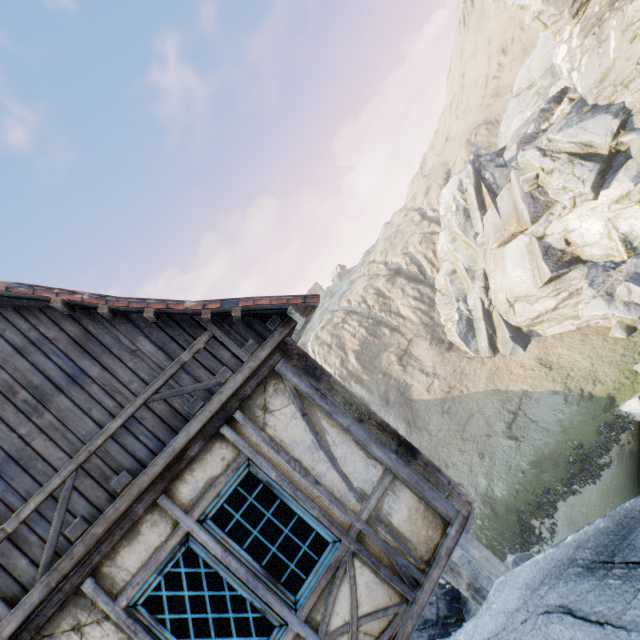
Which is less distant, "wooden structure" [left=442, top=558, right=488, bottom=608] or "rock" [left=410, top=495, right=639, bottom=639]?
"rock" [left=410, top=495, right=639, bottom=639]

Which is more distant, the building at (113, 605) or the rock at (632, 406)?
the rock at (632, 406)

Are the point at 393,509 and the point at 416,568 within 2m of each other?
yes

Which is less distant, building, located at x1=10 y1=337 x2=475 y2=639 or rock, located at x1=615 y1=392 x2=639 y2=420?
building, located at x1=10 y1=337 x2=475 y2=639

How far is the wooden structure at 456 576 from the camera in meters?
4.8

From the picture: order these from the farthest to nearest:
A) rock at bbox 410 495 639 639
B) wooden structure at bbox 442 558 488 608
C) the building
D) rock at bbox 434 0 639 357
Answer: rock at bbox 434 0 639 357
wooden structure at bbox 442 558 488 608
the building
rock at bbox 410 495 639 639

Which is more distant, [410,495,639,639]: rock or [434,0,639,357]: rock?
[434,0,639,357]: rock
